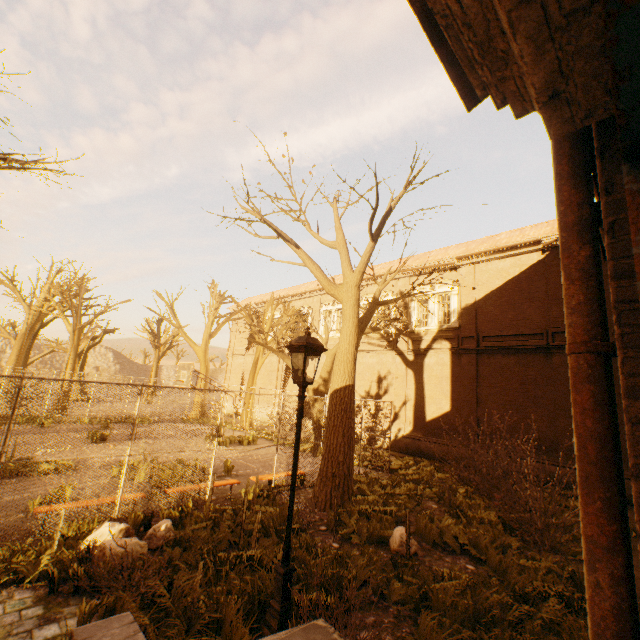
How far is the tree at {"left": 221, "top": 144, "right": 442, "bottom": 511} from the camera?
9.09m

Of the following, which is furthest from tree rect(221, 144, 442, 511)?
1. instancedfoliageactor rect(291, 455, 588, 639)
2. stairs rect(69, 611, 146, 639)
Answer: stairs rect(69, 611, 146, 639)

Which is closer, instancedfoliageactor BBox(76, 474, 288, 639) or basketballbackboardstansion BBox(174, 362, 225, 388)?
instancedfoliageactor BBox(76, 474, 288, 639)

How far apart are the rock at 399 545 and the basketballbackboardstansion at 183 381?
11.0m

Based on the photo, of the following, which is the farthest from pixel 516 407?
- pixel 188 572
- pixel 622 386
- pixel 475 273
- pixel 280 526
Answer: pixel 622 386

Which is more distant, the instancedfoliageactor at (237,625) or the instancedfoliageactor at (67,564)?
the instancedfoliageactor at (67,564)

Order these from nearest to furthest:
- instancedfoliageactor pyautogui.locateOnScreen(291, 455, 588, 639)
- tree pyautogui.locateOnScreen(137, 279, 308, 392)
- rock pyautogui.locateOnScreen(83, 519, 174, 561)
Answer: instancedfoliageactor pyautogui.locateOnScreen(291, 455, 588, 639), rock pyautogui.locateOnScreen(83, 519, 174, 561), tree pyautogui.locateOnScreen(137, 279, 308, 392)

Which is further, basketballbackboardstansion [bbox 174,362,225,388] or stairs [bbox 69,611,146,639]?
basketballbackboardstansion [bbox 174,362,225,388]
